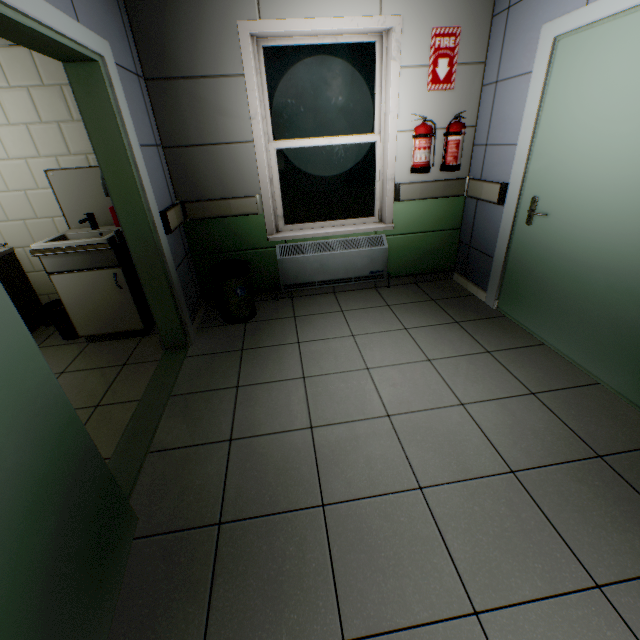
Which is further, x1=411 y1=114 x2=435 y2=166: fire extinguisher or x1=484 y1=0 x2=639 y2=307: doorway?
x1=411 y1=114 x2=435 y2=166: fire extinguisher

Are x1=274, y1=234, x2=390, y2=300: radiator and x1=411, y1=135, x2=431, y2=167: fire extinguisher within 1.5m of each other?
yes

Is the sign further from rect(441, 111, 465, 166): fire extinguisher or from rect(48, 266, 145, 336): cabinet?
rect(48, 266, 145, 336): cabinet

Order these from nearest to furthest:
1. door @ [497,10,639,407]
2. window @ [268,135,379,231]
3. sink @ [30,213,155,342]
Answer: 1. door @ [497,10,639,407]
2. sink @ [30,213,155,342]
3. window @ [268,135,379,231]

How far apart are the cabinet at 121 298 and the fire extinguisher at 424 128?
2.87m

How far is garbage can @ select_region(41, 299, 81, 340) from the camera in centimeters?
300cm

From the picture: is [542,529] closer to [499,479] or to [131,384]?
[499,479]

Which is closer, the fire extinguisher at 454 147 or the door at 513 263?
the door at 513 263
